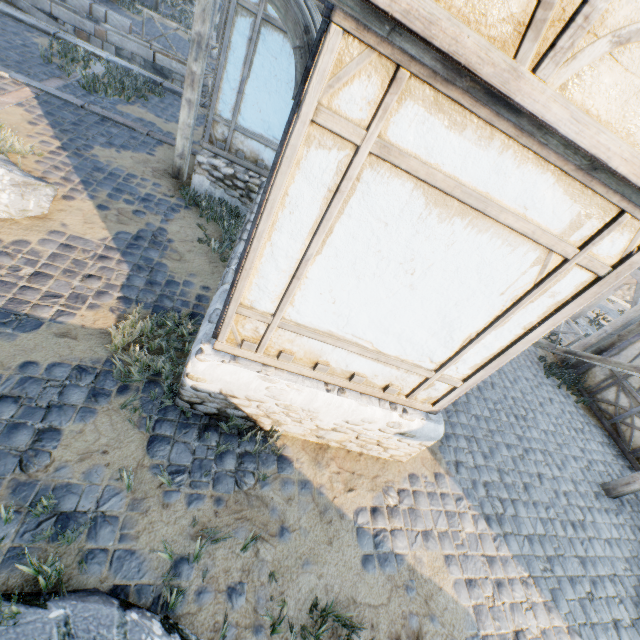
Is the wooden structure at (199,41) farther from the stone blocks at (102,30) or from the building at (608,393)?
the building at (608,393)

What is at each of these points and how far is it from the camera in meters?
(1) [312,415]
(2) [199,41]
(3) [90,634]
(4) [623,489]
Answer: (1) stone foundation, 3.9
(2) wooden structure, 5.6
(3) rock, 2.3
(4) wooden structure, 6.2

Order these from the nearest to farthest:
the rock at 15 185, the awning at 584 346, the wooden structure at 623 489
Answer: the rock at 15 185, the wooden structure at 623 489, the awning at 584 346

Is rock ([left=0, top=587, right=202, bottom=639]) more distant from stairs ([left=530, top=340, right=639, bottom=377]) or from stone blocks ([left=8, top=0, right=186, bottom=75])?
stairs ([left=530, top=340, right=639, bottom=377])

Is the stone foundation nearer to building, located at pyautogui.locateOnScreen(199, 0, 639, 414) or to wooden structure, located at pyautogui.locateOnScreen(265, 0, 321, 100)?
building, located at pyautogui.locateOnScreen(199, 0, 639, 414)

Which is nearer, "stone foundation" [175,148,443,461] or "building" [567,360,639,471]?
"stone foundation" [175,148,443,461]

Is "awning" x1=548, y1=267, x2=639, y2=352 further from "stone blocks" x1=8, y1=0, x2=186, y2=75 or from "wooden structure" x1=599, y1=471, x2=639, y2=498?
"wooden structure" x1=599, y1=471, x2=639, y2=498

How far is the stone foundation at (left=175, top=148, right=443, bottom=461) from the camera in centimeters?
351cm
